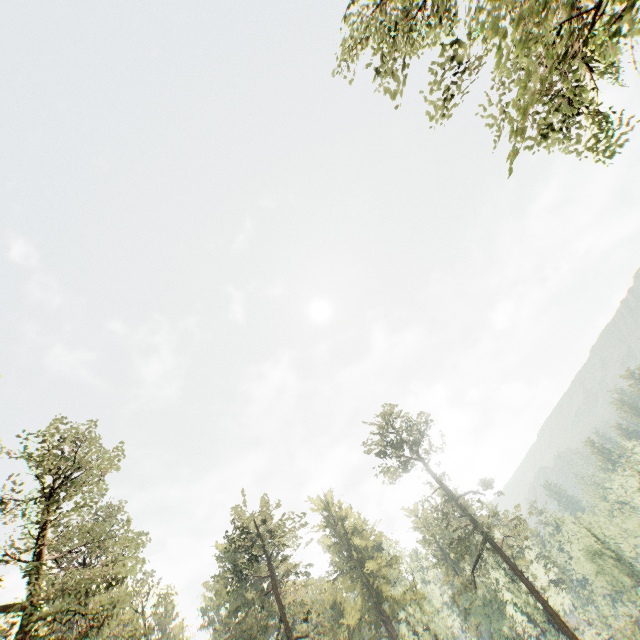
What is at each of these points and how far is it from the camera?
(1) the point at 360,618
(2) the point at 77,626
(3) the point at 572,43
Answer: (1) foliage, 44.2 meters
(2) foliage, 34.0 meters
(3) foliage, 5.2 meters

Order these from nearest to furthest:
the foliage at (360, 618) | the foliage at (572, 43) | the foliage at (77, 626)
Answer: the foliage at (572, 43) → the foliage at (77, 626) → the foliage at (360, 618)

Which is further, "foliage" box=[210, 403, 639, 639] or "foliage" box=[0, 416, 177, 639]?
"foliage" box=[210, 403, 639, 639]

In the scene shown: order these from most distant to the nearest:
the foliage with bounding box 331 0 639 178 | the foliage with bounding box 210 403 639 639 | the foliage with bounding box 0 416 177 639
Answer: the foliage with bounding box 210 403 639 639 < the foliage with bounding box 0 416 177 639 < the foliage with bounding box 331 0 639 178

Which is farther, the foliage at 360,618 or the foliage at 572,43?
the foliage at 360,618
